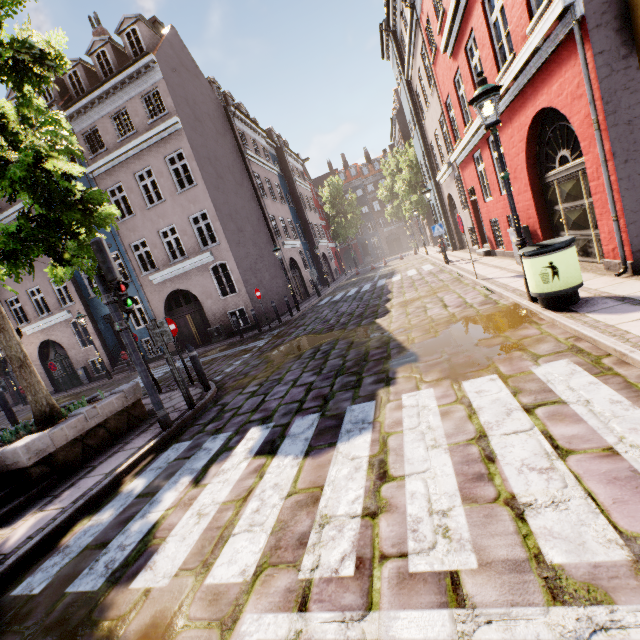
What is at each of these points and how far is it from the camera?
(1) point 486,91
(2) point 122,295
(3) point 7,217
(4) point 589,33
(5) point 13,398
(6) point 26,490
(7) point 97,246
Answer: (1) street light, 5.0 meters
(2) pedestrian light, 5.8 meters
(3) building, 18.3 meters
(4) building, 4.7 meters
(5) building, 22.0 meters
(6) stairs, 4.9 meters
(7) traffic light, 5.3 meters

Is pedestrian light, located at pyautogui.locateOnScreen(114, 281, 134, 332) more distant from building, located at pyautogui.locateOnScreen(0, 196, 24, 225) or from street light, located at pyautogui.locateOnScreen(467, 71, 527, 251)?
building, located at pyautogui.locateOnScreen(0, 196, 24, 225)

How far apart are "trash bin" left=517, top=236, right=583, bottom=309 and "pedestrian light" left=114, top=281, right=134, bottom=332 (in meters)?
6.69

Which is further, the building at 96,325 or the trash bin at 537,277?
the building at 96,325

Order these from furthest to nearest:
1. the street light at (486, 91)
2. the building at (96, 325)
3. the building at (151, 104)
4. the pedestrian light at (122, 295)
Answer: the building at (96, 325), the building at (151, 104), the pedestrian light at (122, 295), the street light at (486, 91)

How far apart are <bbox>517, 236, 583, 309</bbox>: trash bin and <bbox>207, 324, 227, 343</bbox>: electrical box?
14.31m

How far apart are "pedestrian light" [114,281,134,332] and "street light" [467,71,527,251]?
6.6 meters

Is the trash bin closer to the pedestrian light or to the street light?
the street light
